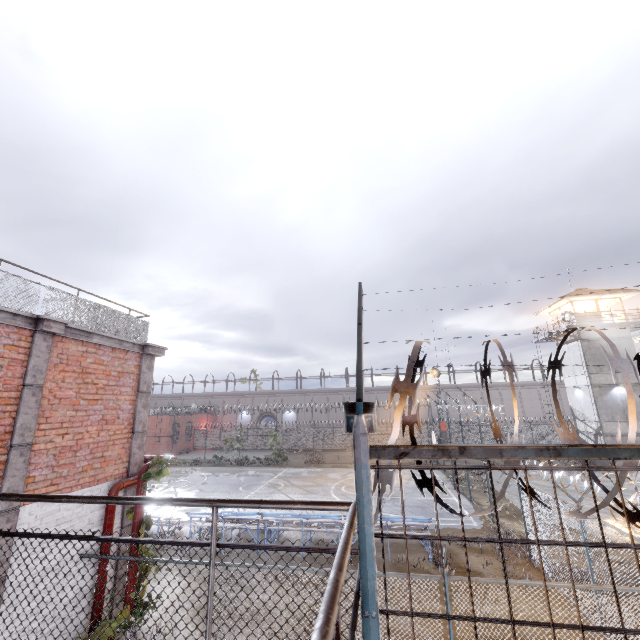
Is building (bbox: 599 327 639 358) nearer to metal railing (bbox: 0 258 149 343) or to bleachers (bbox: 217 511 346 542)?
bleachers (bbox: 217 511 346 542)

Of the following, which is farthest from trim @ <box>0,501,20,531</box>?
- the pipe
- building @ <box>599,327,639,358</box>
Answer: building @ <box>599,327,639,358</box>

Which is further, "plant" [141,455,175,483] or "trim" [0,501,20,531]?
"plant" [141,455,175,483]

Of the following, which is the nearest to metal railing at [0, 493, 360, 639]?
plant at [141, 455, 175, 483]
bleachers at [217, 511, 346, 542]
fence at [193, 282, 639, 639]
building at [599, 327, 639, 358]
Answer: fence at [193, 282, 639, 639]

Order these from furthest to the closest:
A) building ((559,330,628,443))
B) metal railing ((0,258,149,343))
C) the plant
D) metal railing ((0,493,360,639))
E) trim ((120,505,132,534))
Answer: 1. building ((559,330,628,443))
2. trim ((120,505,132,534))
3. the plant
4. metal railing ((0,258,149,343))
5. metal railing ((0,493,360,639))

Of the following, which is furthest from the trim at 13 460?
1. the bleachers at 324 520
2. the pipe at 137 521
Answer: the bleachers at 324 520

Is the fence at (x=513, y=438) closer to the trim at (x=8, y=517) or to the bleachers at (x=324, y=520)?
the trim at (x=8, y=517)

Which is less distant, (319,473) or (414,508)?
(414,508)
